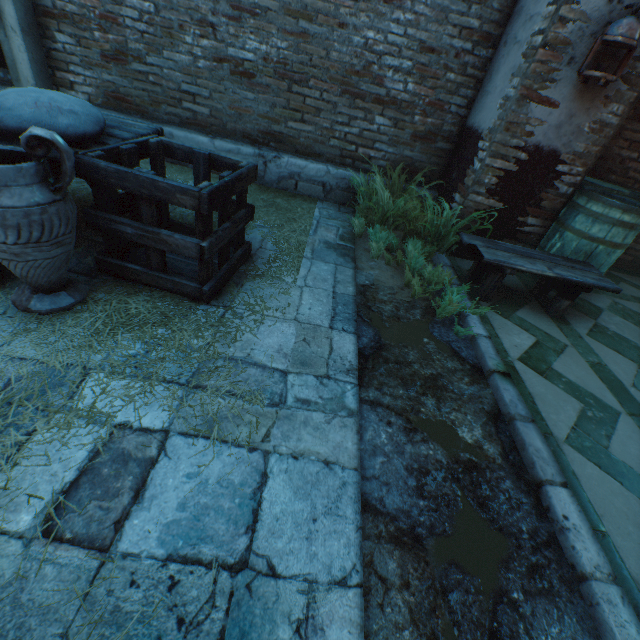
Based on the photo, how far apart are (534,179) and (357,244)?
1.8 meters

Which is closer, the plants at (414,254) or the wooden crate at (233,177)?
the wooden crate at (233,177)

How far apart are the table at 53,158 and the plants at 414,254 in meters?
2.0

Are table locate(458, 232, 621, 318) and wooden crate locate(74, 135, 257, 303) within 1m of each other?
no

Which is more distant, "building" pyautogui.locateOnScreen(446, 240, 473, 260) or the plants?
"building" pyautogui.locateOnScreen(446, 240, 473, 260)

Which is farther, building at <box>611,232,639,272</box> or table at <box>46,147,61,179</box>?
building at <box>611,232,639,272</box>

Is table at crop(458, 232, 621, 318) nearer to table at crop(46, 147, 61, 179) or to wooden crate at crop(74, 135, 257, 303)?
wooden crate at crop(74, 135, 257, 303)

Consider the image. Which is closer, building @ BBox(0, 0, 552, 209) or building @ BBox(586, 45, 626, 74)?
building @ BBox(586, 45, 626, 74)
